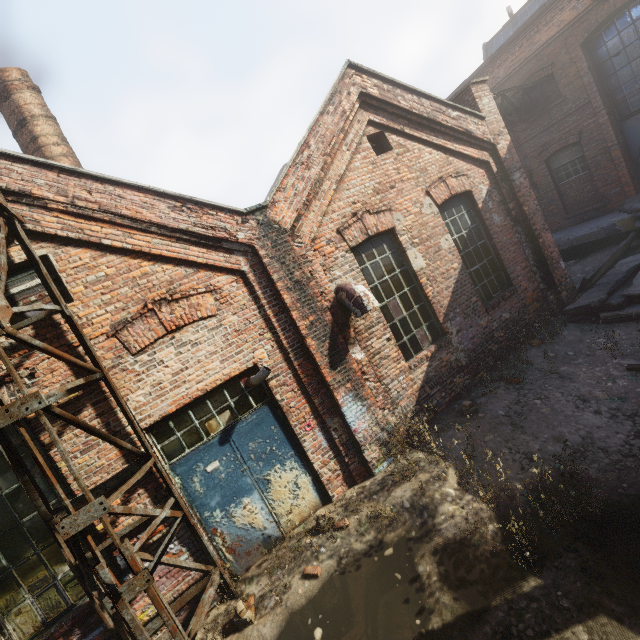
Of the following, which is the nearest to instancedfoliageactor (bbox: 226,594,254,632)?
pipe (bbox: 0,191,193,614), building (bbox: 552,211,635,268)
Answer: pipe (bbox: 0,191,193,614)

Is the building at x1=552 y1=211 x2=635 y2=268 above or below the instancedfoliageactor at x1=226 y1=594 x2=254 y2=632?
above

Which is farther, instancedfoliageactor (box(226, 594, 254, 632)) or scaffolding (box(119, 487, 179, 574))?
instancedfoliageactor (box(226, 594, 254, 632))

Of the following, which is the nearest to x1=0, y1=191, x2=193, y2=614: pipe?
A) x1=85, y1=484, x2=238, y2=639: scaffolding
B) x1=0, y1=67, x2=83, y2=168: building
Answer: x1=85, y1=484, x2=238, y2=639: scaffolding

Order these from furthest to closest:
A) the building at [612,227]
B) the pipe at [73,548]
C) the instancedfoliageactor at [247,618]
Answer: the building at [612,227] → the instancedfoliageactor at [247,618] → the pipe at [73,548]

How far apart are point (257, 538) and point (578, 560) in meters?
4.3

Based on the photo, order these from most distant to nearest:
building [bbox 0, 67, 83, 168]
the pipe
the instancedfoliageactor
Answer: building [bbox 0, 67, 83, 168]
the instancedfoliageactor
the pipe

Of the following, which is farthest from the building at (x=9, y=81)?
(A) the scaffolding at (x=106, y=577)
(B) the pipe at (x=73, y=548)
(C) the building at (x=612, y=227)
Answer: (C) the building at (x=612, y=227)
